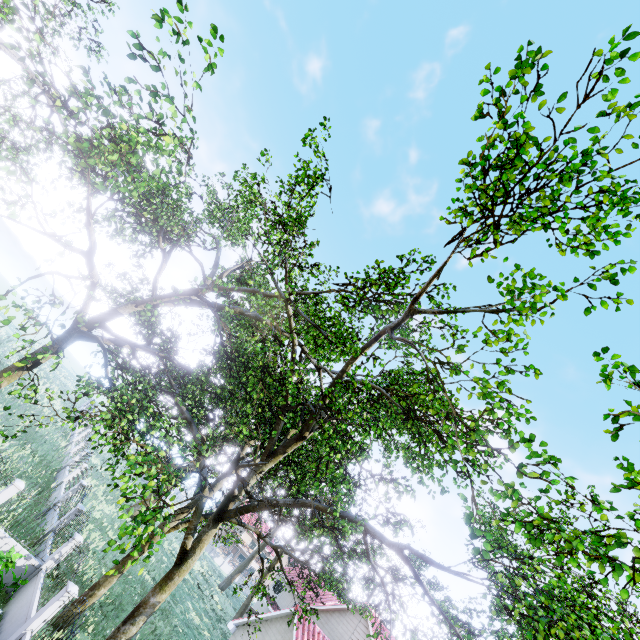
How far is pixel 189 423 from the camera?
12.8m

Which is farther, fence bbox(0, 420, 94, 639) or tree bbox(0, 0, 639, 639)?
fence bbox(0, 420, 94, 639)

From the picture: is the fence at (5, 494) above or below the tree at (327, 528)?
below

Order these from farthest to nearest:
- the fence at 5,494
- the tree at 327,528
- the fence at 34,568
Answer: the fence at 5,494 → the fence at 34,568 → the tree at 327,528

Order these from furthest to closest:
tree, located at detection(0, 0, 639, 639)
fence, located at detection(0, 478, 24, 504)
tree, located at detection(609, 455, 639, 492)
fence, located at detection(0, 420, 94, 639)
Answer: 1. fence, located at detection(0, 478, 24, 504)
2. fence, located at detection(0, 420, 94, 639)
3. tree, located at detection(0, 0, 639, 639)
4. tree, located at detection(609, 455, 639, 492)

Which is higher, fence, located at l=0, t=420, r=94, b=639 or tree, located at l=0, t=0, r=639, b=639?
tree, located at l=0, t=0, r=639, b=639
